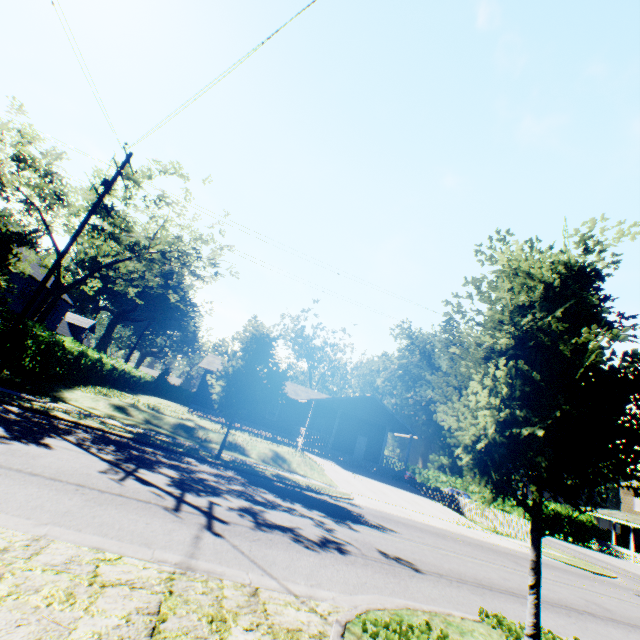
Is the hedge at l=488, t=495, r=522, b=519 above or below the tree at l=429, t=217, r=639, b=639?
below

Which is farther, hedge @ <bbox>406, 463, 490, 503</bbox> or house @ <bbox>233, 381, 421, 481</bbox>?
hedge @ <bbox>406, 463, 490, 503</bbox>

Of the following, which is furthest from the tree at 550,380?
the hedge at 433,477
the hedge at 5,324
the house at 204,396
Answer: the hedge at 433,477

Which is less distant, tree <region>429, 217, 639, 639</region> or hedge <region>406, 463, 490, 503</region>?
tree <region>429, 217, 639, 639</region>

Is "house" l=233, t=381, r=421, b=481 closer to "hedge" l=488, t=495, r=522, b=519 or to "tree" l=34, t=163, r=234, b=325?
"tree" l=34, t=163, r=234, b=325

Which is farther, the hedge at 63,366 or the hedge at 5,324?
the hedge at 63,366

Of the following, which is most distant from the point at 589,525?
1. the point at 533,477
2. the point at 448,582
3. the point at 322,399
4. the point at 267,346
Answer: the point at 533,477
